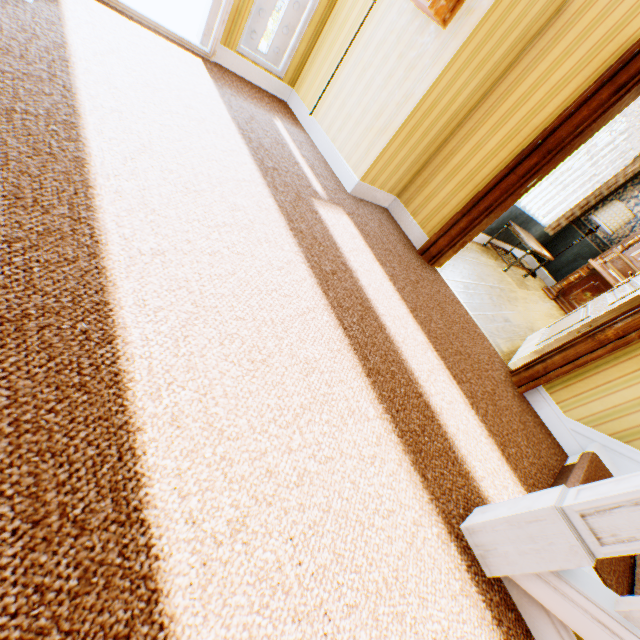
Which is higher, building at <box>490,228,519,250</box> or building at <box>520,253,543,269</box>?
building at <box>490,228,519,250</box>

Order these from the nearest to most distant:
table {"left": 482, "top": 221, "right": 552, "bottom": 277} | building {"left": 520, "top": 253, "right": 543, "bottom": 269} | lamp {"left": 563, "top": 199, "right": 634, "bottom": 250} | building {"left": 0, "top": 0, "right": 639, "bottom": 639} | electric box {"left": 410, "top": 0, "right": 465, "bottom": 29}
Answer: building {"left": 0, "top": 0, "right": 639, "bottom": 639} → electric box {"left": 410, "top": 0, "right": 465, "bottom": 29} → table {"left": 482, "top": 221, "right": 552, "bottom": 277} → lamp {"left": 563, "top": 199, "right": 634, "bottom": 250} → building {"left": 520, "top": 253, "right": 543, "bottom": 269}

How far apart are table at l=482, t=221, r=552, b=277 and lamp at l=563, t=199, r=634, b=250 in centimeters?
110cm

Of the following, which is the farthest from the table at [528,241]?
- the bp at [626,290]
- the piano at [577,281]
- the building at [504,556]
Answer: the bp at [626,290]

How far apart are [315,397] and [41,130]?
1.7 meters

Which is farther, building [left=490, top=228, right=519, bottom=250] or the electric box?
building [left=490, top=228, right=519, bottom=250]

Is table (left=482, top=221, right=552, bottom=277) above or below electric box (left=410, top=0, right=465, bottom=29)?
below

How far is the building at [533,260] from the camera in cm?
736
